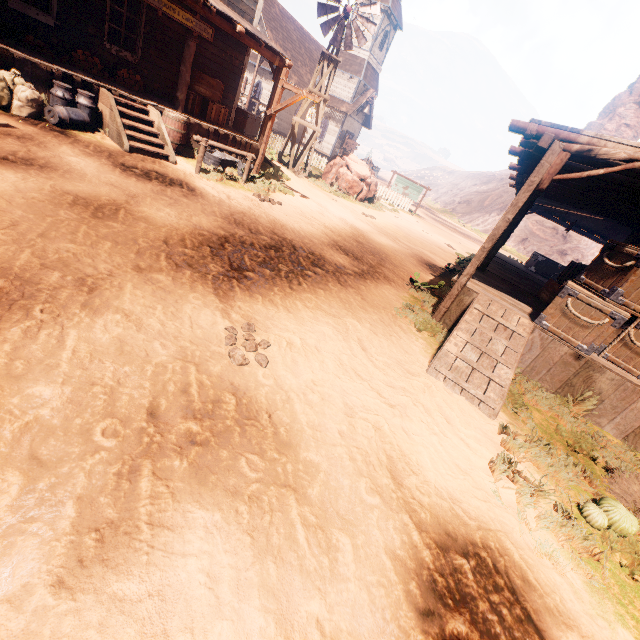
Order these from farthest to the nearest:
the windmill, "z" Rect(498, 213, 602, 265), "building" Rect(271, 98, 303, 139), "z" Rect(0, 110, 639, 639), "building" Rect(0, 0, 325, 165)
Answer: "z" Rect(498, 213, 602, 265) → "building" Rect(271, 98, 303, 139) → the windmill → "building" Rect(0, 0, 325, 165) → "z" Rect(0, 110, 639, 639)

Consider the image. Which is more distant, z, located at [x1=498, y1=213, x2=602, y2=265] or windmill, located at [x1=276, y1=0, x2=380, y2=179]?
z, located at [x1=498, y1=213, x2=602, y2=265]

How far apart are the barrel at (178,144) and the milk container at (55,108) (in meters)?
1.54

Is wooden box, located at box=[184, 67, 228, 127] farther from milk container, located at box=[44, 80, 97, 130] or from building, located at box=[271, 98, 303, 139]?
milk container, located at box=[44, 80, 97, 130]

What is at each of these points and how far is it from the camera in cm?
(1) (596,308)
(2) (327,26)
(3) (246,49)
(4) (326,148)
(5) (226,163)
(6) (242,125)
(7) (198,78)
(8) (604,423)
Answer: (1) wooden box, 526
(2) windmill, 1411
(3) building, 1148
(4) building, 3334
(5) metal tub, 1029
(6) wooden box, 1344
(7) wooden box, 1030
(8) building, 557

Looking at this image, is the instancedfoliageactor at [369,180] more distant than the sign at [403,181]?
No

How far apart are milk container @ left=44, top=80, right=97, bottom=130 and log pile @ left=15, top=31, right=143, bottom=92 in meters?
1.5 m

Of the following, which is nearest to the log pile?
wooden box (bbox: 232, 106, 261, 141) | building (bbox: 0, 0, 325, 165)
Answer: building (bbox: 0, 0, 325, 165)
